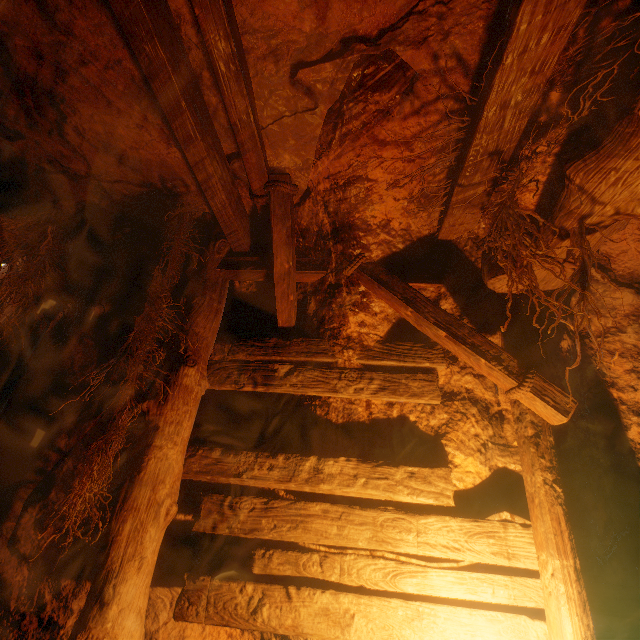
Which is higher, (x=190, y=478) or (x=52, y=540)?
(x=190, y=478)
